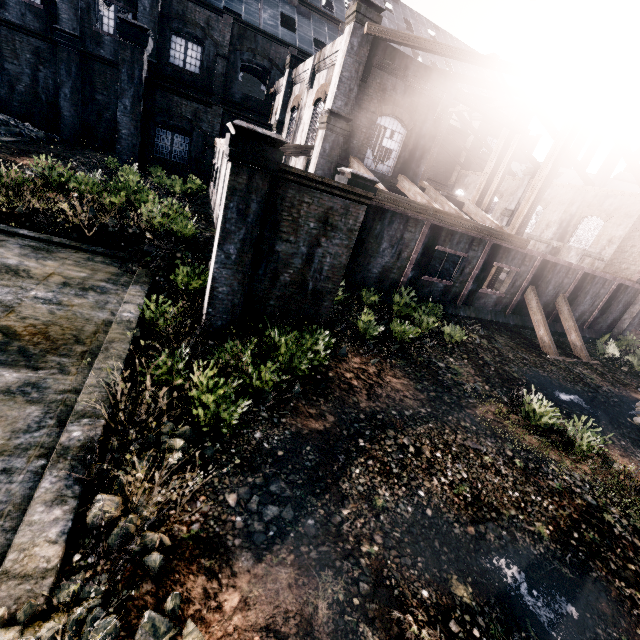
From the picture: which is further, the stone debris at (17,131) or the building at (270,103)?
the stone debris at (17,131)

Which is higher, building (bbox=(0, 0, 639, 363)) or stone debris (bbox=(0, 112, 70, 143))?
building (bbox=(0, 0, 639, 363))

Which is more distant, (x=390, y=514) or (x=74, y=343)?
(x=74, y=343)

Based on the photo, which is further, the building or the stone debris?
the stone debris

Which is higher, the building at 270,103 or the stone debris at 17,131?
the building at 270,103
